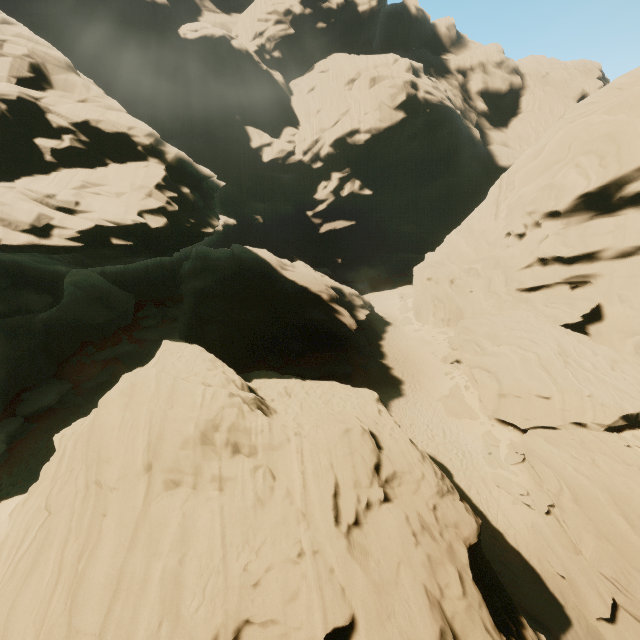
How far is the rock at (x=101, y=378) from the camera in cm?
2680

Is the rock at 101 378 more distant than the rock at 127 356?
No

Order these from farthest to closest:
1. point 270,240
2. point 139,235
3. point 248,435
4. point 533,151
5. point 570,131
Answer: point 270,240
point 533,151
point 570,131
point 139,235
point 248,435

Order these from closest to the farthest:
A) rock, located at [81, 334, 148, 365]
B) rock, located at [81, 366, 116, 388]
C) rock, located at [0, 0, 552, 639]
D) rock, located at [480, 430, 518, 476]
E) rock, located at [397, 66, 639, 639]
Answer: rock, located at [0, 0, 552, 639]
rock, located at [397, 66, 639, 639]
rock, located at [480, 430, 518, 476]
rock, located at [81, 366, 116, 388]
rock, located at [81, 334, 148, 365]

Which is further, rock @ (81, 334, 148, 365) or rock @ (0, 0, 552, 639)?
rock @ (81, 334, 148, 365)

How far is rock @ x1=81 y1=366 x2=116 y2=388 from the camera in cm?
2680
